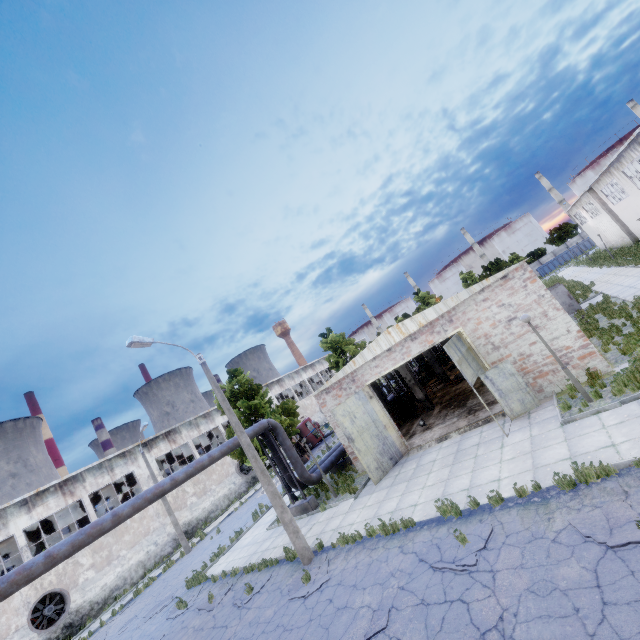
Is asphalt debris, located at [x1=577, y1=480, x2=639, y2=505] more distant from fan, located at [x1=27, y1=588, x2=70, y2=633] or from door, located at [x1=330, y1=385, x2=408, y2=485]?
fan, located at [x1=27, y1=588, x2=70, y2=633]

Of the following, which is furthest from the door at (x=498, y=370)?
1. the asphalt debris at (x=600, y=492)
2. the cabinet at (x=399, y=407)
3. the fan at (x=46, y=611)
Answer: the fan at (x=46, y=611)

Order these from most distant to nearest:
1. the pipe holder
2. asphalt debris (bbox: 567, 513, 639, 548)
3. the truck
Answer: the truck → the pipe holder → asphalt debris (bbox: 567, 513, 639, 548)

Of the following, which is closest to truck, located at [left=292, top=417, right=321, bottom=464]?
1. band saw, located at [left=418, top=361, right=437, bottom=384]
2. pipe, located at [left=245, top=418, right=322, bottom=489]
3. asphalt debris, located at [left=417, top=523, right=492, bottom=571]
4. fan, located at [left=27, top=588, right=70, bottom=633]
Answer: pipe, located at [left=245, top=418, right=322, bottom=489]

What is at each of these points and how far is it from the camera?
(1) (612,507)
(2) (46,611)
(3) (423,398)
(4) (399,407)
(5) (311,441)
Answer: (1) asphalt debris, 6.36m
(2) fan, 20.88m
(3) column beam, 21.11m
(4) cabinet, 22.67m
(5) truck, 36.41m

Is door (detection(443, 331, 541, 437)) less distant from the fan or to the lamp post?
the lamp post

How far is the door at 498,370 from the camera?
12.2 meters

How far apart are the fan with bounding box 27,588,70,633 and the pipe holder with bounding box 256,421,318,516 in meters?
18.0 m
